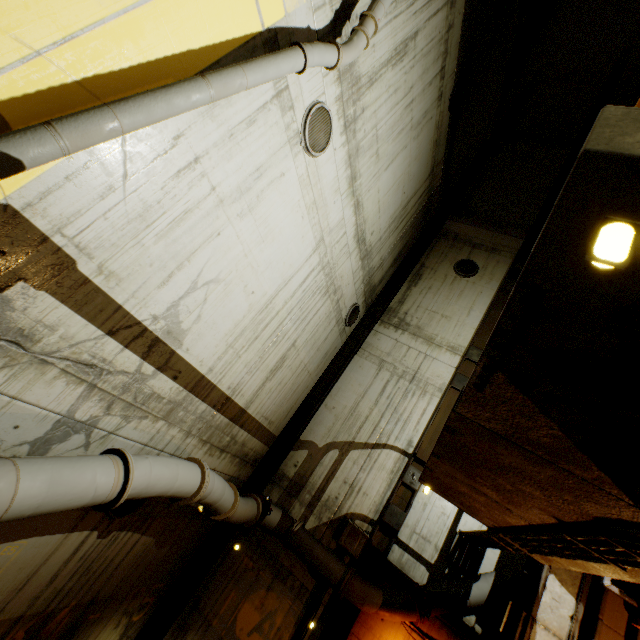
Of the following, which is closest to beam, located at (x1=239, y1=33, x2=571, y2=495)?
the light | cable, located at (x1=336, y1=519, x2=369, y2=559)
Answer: cable, located at (x1=336, y1=519, x2=369, y2=559)

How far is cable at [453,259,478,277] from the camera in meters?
11.3 m

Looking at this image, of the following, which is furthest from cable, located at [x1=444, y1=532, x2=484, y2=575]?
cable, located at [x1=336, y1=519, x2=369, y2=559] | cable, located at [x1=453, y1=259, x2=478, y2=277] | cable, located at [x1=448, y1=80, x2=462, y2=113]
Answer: cable, located at [x1=448, y1=80, x2=462, y2=113]

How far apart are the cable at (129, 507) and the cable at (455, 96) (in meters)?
12.13

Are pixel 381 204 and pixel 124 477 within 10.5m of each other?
yes

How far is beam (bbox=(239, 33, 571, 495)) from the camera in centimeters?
907cm

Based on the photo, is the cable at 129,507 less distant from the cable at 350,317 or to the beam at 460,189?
the beam at 460,189

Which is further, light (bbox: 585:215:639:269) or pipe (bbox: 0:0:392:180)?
pipe (bbox: 0:0:392:180)
